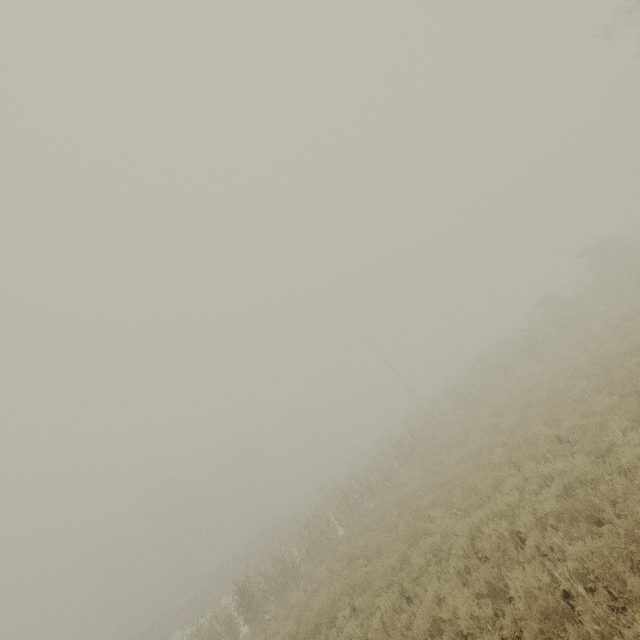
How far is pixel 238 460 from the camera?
49.3 meters
